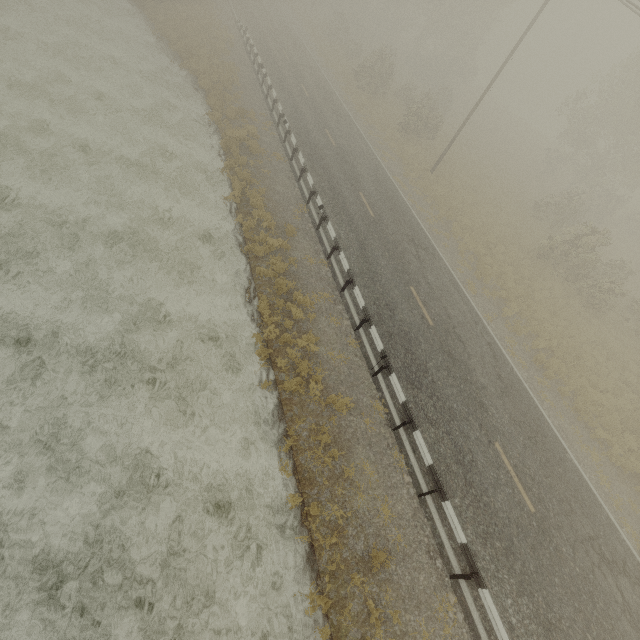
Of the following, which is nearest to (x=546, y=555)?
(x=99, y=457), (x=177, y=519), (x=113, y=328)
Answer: (x=177, y=519)
